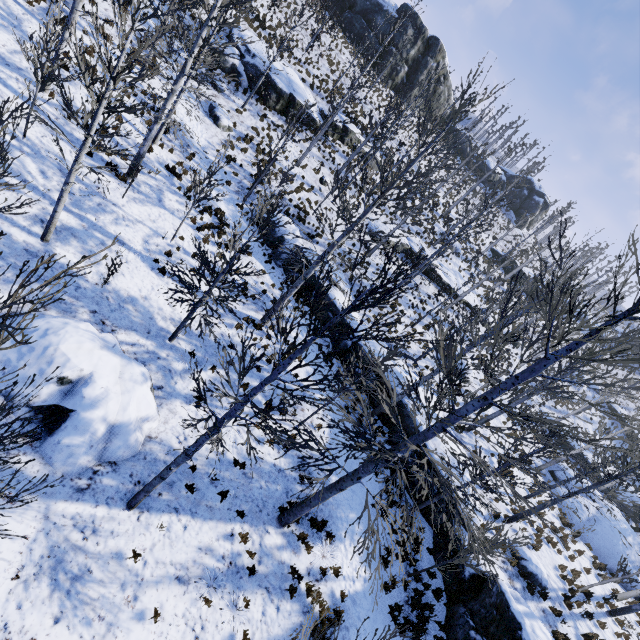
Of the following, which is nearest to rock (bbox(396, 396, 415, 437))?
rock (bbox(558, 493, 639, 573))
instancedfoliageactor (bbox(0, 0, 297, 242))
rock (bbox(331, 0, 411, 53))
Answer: instancedfoliageactor (bbox(0, 0, 297, 242))

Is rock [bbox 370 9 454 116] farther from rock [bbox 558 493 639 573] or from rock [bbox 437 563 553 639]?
rock [bbox 558 493 639 573]

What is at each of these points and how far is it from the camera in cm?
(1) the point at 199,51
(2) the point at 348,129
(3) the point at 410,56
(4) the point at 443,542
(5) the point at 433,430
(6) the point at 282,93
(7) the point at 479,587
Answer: (1) instancedfoliageactor, 2069
(2) rock, 2711
(3) rock, 3947
(4) rock, 1157
(5) instancedfoliageactor, 695
(6) rock, 2297
(7) rock, 1027

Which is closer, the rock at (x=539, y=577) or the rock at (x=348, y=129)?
the rock at (x=539, y=577)

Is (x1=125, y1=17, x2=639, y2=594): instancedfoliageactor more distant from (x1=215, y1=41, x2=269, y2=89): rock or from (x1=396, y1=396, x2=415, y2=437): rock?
(x1=215, y1=41, x2=269, y2=89): rock

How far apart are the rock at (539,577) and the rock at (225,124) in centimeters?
2682cm

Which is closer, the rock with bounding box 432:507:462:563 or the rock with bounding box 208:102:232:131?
the rock with bounding box 432:507:462:563

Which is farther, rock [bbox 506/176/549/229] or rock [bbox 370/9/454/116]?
rock [bbox 506/176/549/229]
